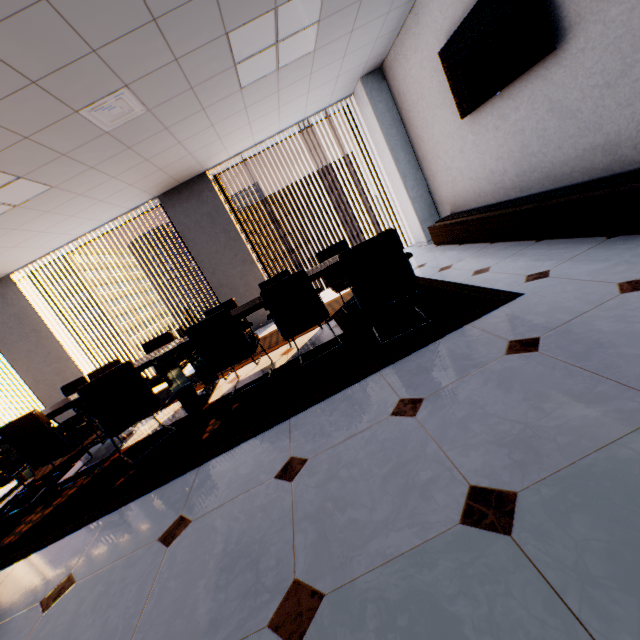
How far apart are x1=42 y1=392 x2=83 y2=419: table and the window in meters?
2.6 m

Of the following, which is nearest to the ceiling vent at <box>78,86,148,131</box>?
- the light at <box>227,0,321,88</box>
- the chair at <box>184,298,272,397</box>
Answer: the light at <box>227,0,321,88</box>

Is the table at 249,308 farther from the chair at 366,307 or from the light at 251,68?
the light at 251,68

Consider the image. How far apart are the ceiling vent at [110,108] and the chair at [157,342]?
2.3 meters

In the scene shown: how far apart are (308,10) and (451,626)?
4.5m

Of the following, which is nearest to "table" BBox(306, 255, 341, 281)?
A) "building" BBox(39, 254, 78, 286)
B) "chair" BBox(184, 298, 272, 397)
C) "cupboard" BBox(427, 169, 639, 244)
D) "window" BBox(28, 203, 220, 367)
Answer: "chair" BBox(184, 298, 272, 397)

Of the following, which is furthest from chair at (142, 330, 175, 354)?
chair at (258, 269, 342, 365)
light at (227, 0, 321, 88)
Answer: light at (227, 0, 321, 88)

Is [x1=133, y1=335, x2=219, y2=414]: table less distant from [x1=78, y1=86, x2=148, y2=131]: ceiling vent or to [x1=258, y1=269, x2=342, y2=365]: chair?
[x1=258, y1=269, x2=342, y2=365]: chair
